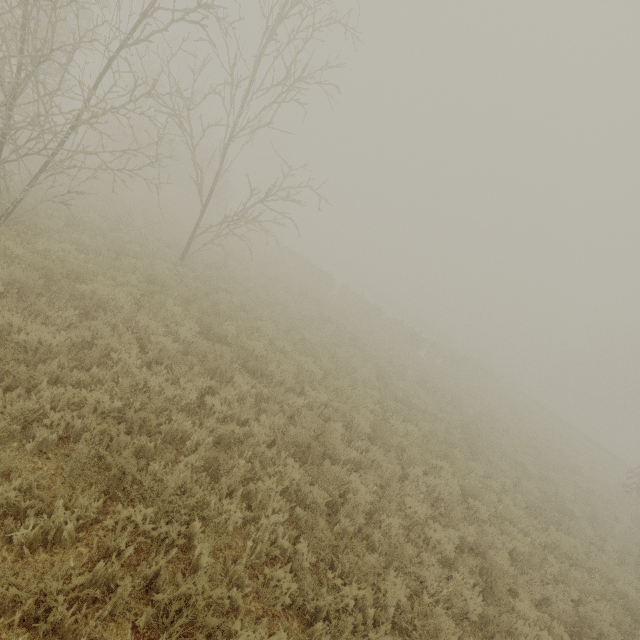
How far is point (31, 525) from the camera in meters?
3.2 m
